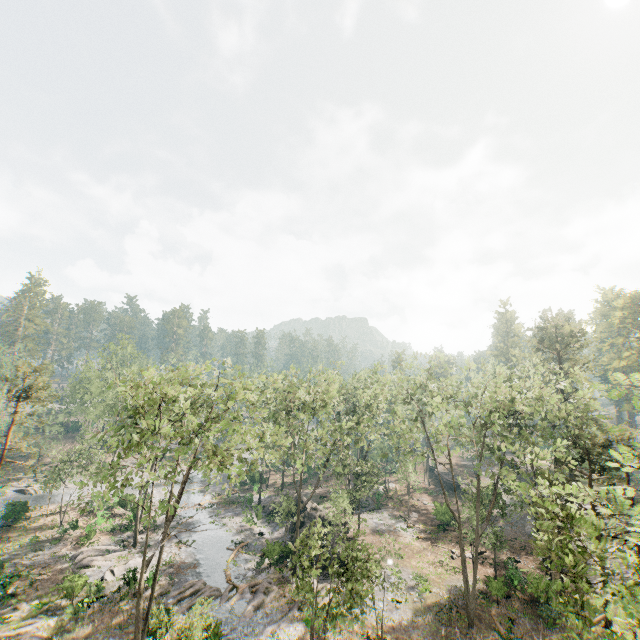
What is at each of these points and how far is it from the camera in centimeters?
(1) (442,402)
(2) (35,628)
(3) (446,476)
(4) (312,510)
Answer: (1) foliage, 2609cm
(2) foliage, 2231cm
(3) ground embankment, 5469cm
(4) rock, 3825cm

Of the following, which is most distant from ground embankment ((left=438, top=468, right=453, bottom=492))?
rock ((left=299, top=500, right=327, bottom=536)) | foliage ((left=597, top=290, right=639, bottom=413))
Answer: rock ((left=299, top=500, right=327, bottom=536))

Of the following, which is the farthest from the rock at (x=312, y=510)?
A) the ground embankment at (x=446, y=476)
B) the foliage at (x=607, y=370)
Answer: the ground embankment at (x=446, y=476)

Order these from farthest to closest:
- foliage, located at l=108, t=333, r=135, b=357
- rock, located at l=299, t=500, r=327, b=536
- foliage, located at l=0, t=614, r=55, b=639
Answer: foliage, located at l=108, t=333, r=135, b=357, rock, located at l=299, t=500, r=327, b=536, foliage, located at l=0, t=614, r=55, b=639

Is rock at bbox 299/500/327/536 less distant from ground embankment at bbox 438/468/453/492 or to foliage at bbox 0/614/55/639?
foliage at bbox 0/614/55/639

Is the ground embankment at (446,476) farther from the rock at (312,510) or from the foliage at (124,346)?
the rock at (312,510)

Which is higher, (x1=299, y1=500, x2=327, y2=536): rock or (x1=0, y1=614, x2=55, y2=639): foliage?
(x1=299, y1=500, x2=327, y2=536): rock
